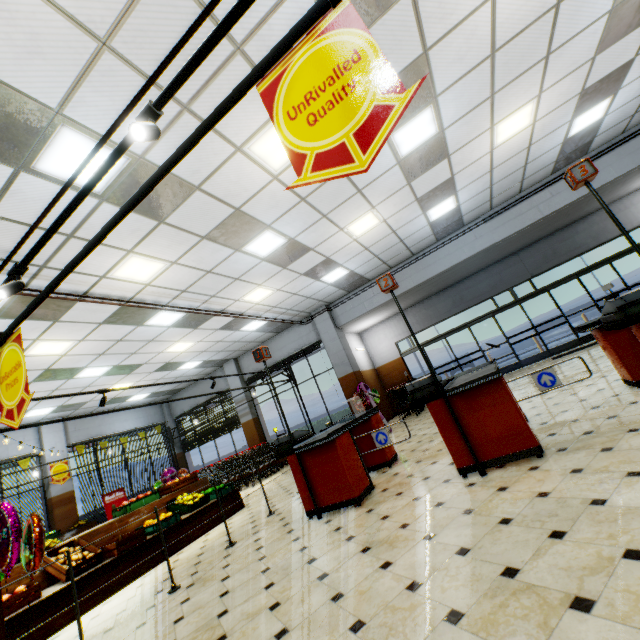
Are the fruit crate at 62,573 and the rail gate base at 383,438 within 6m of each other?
yes

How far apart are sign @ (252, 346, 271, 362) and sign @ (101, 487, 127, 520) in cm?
1167

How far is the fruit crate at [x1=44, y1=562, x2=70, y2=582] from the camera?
4.7 meters

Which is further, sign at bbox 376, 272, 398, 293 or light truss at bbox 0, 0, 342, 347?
sign at bbox 376, 272, 398, 293

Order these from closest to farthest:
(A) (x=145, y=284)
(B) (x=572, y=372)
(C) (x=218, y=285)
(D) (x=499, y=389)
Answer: (D) (x=499, y=389) < (A) (x=145, y=284) < (B) (x=572, y=372) < (C) (x=218, y=285)

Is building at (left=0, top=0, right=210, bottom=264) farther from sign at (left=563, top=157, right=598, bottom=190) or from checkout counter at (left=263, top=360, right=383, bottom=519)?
sign at (left=563, top=157, right=598, bottom=190)

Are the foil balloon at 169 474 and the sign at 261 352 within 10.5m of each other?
no

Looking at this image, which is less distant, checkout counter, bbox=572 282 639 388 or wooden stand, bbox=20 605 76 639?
checkout counter, bbox=572 282 639 388
